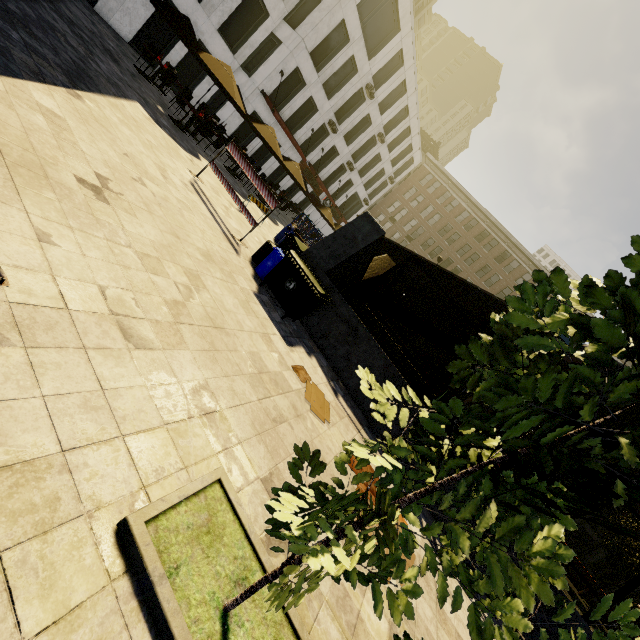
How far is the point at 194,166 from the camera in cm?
1043

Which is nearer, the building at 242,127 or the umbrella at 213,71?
the umbrella at 213,71

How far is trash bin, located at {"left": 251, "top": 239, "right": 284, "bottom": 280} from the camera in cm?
808

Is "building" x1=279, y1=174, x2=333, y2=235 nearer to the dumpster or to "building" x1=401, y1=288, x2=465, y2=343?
"building" x1=401, y1=288, x2=465, y2=343

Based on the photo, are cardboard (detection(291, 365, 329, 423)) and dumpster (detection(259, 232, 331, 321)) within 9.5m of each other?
yes

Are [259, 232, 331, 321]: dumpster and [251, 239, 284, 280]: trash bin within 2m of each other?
yes

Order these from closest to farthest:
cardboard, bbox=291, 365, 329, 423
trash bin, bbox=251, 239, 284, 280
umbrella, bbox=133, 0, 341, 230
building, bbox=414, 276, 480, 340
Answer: cardboard, bbox=291, 365, 329, 423
trash bin, bbox=251, 239, 284, 280
umbrella, bbox=133, 0, 341, 230
building, bbox=414, 276, 480, 340

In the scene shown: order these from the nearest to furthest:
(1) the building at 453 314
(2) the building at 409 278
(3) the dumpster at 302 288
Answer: (3) the dumpster at 302 288, (1) the building at 453 314, (2) the building at 409 278
